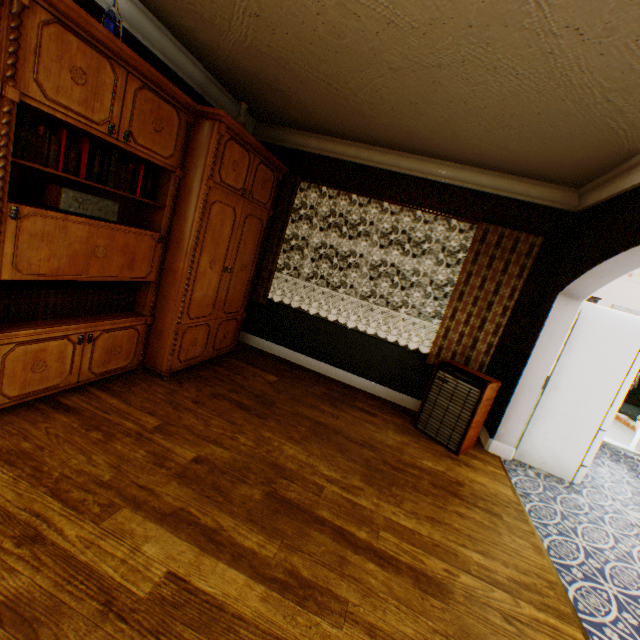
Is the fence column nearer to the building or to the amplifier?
the building

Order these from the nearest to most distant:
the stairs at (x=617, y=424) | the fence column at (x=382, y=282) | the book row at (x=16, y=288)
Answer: the book row at (x=16, y=288), the stairs at (x=617, y=424), the fence column at (x=382, y=282)

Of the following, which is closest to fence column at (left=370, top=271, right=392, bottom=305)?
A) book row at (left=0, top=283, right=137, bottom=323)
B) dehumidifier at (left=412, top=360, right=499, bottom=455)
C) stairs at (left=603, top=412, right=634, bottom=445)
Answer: stairs at (left=603, top=412, right=634, bottom=445)

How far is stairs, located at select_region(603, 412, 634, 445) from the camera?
6.1 meters

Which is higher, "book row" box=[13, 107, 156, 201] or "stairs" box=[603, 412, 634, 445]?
"book row" box=[13, 107, 156, 201]

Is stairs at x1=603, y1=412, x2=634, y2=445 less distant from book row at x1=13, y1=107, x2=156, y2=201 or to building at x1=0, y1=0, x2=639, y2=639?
building at x1=0, y1=0, x2=639, y2=639

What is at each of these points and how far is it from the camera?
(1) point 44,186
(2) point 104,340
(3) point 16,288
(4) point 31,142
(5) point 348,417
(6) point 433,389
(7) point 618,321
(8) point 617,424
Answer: (1) amplifier, 2.11m
(2) cabinet, 2.77m
(3) book row, 2.21m
(4) book row, 1.93m
(5) building, 3.70m
(6) dehumidifier, 3.84m
(7) refrigerator, 3.52m
(8) stairs, 7.21m

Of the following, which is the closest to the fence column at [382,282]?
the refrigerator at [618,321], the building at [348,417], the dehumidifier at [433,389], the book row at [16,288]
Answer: the building at [348,417]
